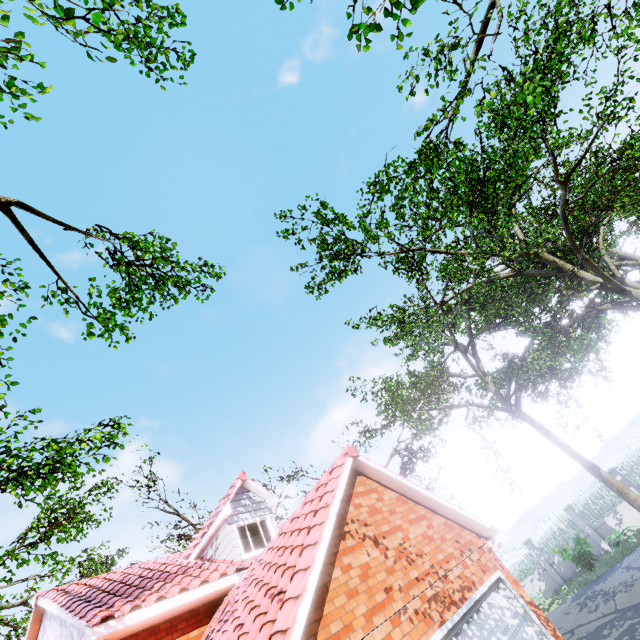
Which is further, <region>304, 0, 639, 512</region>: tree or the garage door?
<region>304, 0, 639, 512</region>: tree

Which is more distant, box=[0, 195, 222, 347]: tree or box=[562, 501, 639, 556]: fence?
box=[562, 501, 639, 556]: fence

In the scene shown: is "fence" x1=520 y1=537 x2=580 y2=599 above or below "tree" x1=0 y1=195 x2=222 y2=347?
below

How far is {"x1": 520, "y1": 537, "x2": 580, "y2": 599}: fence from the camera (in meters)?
18.05

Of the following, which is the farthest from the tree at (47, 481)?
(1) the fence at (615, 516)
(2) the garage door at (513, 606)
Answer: (2) the garage door at (513, 606)

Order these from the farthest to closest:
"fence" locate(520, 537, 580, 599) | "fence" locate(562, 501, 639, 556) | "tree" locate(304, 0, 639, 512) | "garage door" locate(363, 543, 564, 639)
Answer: "fence" locate(520, 537, 580, 599) → "fence" locate(562, 501, 639, 556) → "tree" locate(304, 0, 639, 512) → "garage door" locate(363, 543, 564, 639)

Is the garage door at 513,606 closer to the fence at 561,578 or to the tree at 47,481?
the tree at 47,481

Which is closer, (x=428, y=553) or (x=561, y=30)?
(x=428, y=553)
